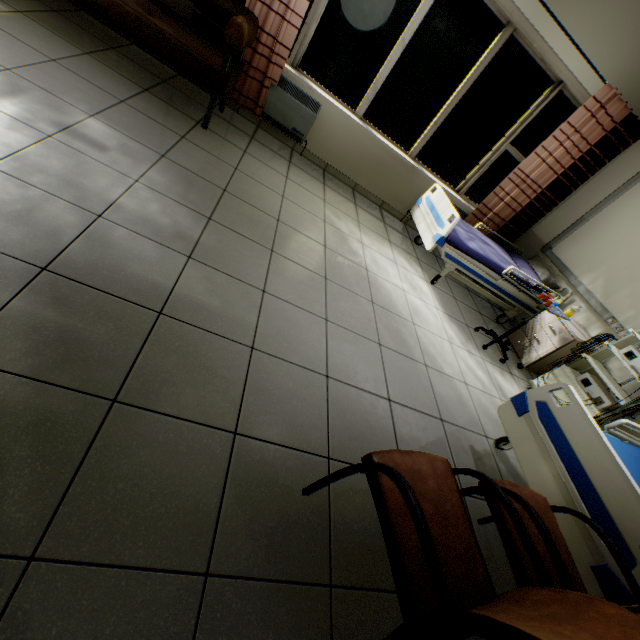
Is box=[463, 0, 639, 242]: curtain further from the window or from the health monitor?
the health monitor

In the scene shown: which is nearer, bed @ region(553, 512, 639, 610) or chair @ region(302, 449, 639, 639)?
chair @ region(302, 449, 639, 639)

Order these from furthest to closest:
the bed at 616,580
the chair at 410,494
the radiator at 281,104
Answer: the radiator at 281,104
the bed at 616,580
the chair at 410,494

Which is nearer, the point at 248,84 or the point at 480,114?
the point at 248,84

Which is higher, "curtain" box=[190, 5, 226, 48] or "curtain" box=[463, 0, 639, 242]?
"curtain" box=[463, 0, 639, 242]

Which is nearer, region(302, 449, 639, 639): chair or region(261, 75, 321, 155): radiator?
region(302, 449, 639, 639): chair

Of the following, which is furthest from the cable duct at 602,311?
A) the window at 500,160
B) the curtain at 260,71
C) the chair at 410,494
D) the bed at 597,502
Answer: the chair at 410,494

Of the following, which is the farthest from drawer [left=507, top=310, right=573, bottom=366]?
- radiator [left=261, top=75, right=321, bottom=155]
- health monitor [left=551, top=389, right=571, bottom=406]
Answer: radiator [left=261, top=75, right=321, bottom=155]
